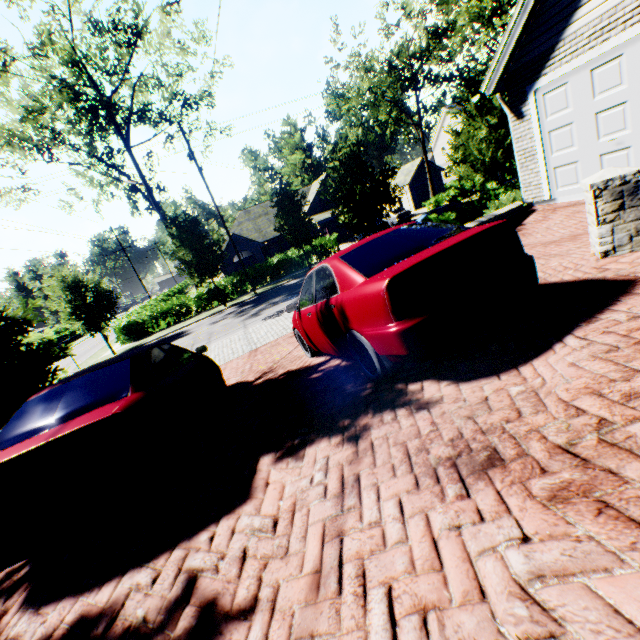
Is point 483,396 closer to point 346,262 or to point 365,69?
point 346,262

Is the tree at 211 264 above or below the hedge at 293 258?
above

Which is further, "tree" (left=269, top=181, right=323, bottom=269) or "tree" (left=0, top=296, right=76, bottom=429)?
"tree" (left=269, top=181, right=323, bottom=269)

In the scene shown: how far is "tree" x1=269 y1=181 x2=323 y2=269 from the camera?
22.62m

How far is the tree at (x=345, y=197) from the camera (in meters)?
13.79

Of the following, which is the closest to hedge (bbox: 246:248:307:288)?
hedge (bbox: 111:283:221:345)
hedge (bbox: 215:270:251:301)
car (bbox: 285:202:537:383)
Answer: hedge (bbox: 215:270:251:301)

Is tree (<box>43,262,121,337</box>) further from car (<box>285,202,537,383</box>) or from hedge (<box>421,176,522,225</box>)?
car (<box>285,202,537,383</box>)
